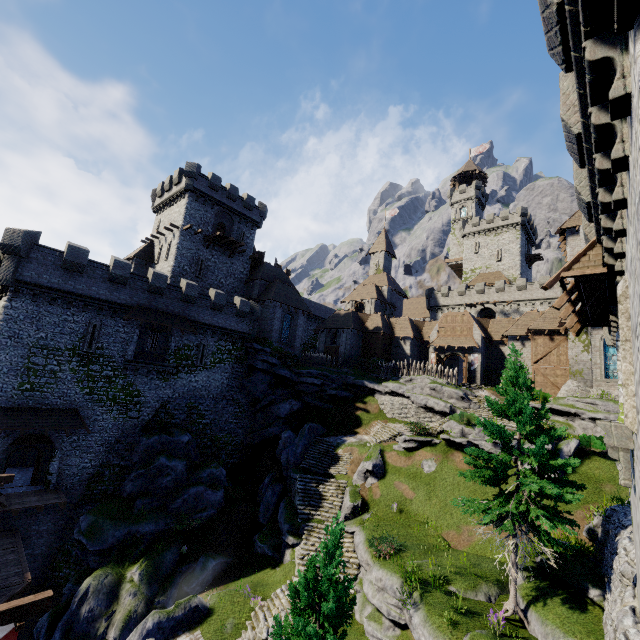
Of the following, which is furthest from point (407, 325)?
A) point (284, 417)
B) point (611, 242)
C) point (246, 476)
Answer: point (611, 242)

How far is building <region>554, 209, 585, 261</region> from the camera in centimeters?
2916cm

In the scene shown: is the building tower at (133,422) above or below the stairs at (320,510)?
above

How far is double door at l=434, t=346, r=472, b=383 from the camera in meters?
38.5 m

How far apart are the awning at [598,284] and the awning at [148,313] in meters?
27.5

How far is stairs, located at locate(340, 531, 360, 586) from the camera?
18.8m

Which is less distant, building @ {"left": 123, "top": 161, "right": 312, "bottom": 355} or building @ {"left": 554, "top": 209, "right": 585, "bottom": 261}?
Answer: building @ {"left": 554, "top": 209, "right": 585, "bottom": 261}

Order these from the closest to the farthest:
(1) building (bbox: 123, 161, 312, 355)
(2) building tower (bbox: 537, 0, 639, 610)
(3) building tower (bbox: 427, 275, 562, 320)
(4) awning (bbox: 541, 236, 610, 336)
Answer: (2) building tower (bbox: 537, 0, 639, 610), (4) awning (bbox: 541, 236, 610, 336), (1) building (bbox: 123, 161, 312, 355), (3) building tower (bbox: 427, 275, 562, 320)
